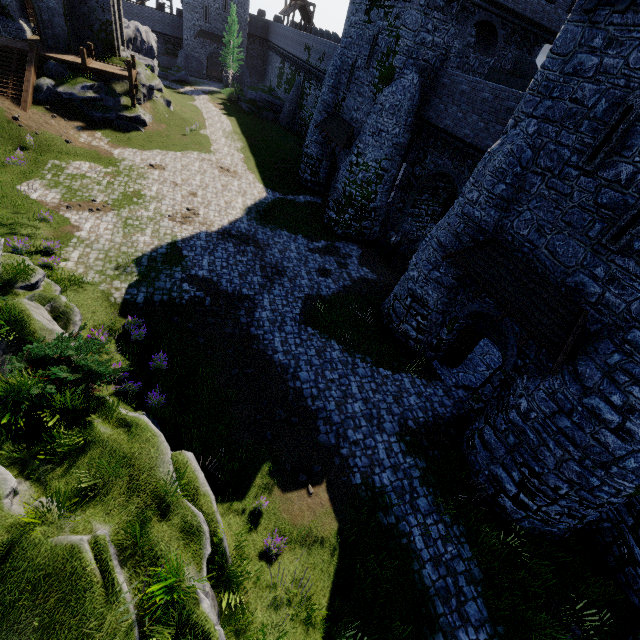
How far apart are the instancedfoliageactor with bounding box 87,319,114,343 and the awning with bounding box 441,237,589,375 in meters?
13.4 m

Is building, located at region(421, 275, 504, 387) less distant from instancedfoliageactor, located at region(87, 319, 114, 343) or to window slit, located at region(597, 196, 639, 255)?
window slit, located at region(597, 196, 639, 255)

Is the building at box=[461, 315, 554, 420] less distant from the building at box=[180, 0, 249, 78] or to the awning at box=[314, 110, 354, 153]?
the awning at box=[314, 110, 354, 153]

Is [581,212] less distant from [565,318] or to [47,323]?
[565,318]

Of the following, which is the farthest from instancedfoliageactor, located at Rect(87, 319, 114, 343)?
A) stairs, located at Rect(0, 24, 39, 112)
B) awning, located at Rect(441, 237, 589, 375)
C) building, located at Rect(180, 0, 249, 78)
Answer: building, located at Rect(180, 0, 249, 78)

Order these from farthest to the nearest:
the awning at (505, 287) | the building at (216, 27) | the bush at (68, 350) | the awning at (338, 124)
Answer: the building at (216, 27)
the awning at (338, 124)
the awning at (505, 287)
the bush at (68, 350)

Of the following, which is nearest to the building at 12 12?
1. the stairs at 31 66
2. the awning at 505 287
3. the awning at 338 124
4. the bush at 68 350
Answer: the stairs at 31 66

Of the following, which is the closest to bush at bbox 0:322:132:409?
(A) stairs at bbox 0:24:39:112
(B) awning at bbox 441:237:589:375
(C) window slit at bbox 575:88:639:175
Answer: (B) awning at bbox 441:237:589:375
